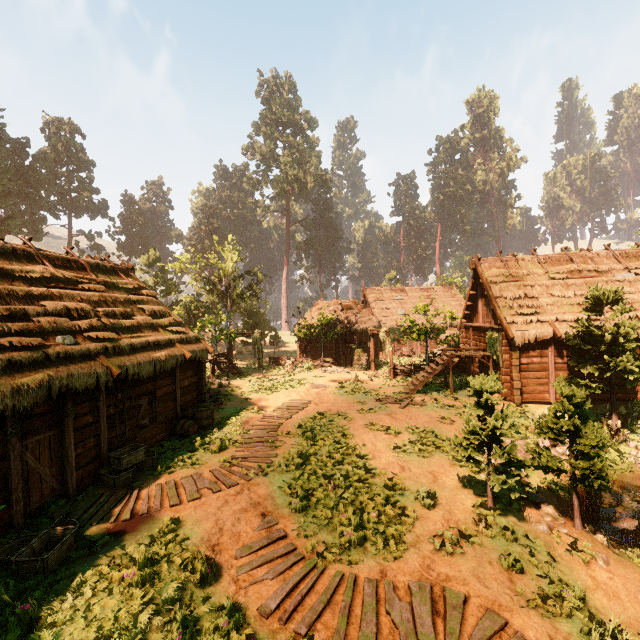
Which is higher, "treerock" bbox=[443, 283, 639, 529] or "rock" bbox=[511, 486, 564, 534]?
"treerock" bbox=[443, 283, 639, 529]

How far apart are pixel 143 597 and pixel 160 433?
8.0 meters

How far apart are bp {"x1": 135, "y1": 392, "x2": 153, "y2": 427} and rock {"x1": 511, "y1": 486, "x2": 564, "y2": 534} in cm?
1244

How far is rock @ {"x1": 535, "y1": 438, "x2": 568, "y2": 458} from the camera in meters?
12.3 m

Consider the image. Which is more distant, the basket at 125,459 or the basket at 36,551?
the basket at 125,459

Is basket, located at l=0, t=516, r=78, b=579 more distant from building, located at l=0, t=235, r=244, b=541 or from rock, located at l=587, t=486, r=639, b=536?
rock, located at l=587, t=486, r=639, b=536

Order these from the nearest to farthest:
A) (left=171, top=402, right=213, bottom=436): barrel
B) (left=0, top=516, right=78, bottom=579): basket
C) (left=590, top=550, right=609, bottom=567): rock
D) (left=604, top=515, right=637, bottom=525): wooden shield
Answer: (left=0, top=516, right=78, bottom=579): basket, (left=590, top=550, right=609, bottom=567): rock, (left=604, top=515, right=637, bottom=525): wooden shield, (left=171, top=402, right=213, bottom=436): barrel

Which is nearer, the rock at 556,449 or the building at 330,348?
the rock at 556,449
